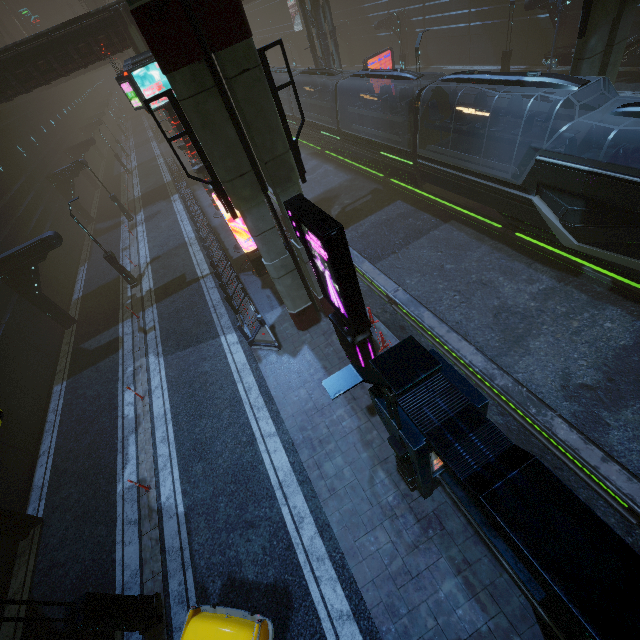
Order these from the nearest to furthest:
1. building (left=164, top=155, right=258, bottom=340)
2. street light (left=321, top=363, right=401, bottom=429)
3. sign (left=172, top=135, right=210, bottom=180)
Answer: street light (left=321, top=363, right=401, bottom=429) → building (left=164, top=155, right=258, bottom=340) → sign (left=172, top=135, right=210, bottom=180)

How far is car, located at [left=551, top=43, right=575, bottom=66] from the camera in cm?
2142

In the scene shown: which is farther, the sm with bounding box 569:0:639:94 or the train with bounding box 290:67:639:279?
the sm with bounding box 569:0:639:94

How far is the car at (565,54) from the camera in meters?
21.4

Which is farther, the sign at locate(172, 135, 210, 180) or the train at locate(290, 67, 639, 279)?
the sign at locate(172, 135, 210, 180)

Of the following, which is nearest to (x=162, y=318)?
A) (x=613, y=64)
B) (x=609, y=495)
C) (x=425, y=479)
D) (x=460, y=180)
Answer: (x=425, y=479)

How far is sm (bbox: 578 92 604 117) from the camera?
13.1 meters

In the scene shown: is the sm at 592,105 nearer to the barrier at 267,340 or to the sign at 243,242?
the barrier at 267,340
